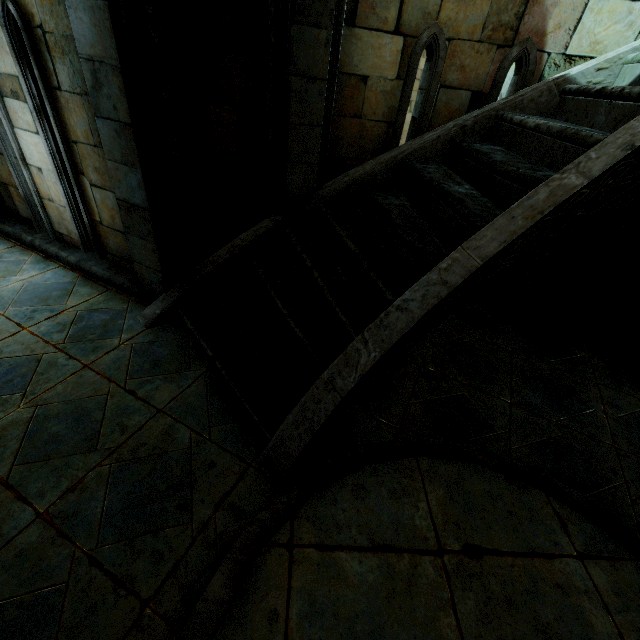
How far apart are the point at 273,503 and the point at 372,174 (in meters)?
3.34
